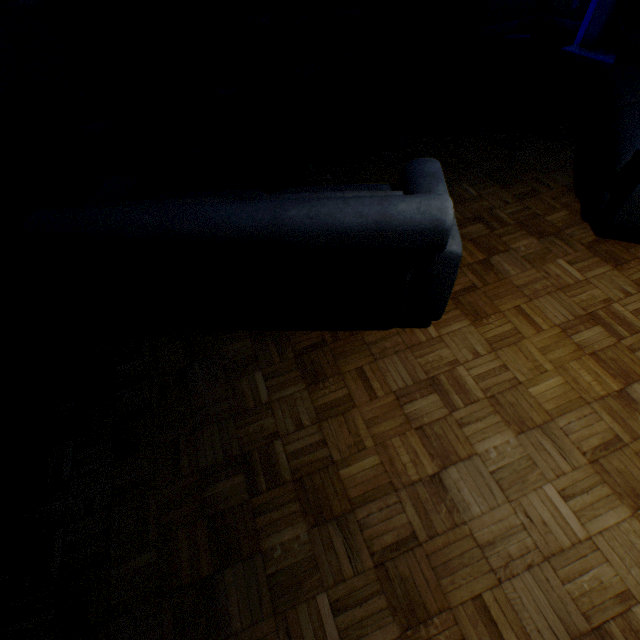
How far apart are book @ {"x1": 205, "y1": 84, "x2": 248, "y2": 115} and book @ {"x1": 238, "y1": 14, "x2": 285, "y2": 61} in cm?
50

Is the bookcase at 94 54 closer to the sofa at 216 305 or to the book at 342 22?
the book at 342 22

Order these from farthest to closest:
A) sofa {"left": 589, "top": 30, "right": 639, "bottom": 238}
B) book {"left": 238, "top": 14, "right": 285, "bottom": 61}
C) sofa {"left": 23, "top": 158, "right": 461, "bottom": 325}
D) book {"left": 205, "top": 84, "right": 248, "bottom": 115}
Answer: book {"left": 205, "top": 84, "right": 248, "bottom": 115}, book {"left": 238, "top": 14, "right": 285, "bottom": 61}, sofa {"left": 589, "top": 30, "right": 639, "bottom": 238}, sofa {"left": 23, "top": 158, "right": 461, "bottom": 325}

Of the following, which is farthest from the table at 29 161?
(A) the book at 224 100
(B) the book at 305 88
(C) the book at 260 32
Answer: (B) the book at 305 88

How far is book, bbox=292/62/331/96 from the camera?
4.9 meters

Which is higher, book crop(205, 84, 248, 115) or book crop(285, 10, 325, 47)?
book crop(285, 10, 325, 47)

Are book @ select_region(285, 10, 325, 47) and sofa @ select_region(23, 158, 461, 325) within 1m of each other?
no

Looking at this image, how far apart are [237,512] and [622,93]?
Result: 4.7m
